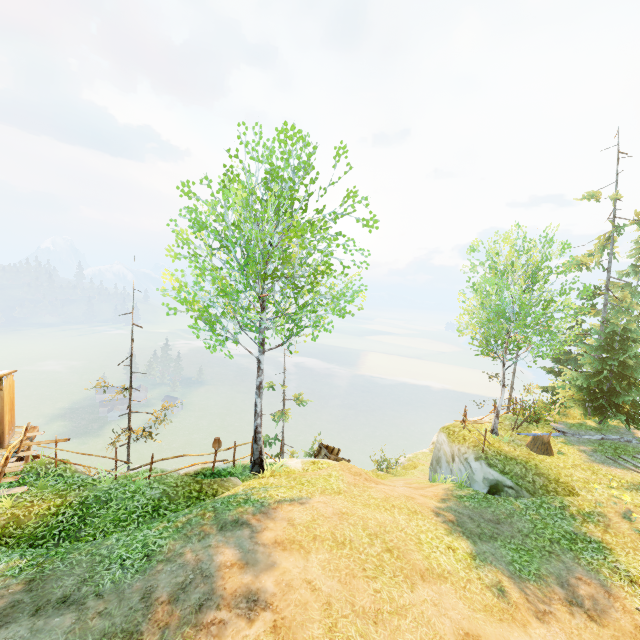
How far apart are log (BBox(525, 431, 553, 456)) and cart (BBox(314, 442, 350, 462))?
8.8m

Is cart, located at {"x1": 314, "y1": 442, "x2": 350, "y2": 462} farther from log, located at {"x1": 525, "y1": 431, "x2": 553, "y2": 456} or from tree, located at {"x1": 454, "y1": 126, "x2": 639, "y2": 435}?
tree, located at {"x1": 454, "y1": 126, "x2": 639, "y2": 435}

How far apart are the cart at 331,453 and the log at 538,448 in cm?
881

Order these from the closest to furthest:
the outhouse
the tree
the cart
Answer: the outhouse < the tree < the cart

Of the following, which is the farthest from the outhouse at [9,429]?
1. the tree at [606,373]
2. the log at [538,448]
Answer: the log at [538,448]

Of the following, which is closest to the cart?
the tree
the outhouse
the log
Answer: the log

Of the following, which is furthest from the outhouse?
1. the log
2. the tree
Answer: the log

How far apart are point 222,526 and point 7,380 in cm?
985
